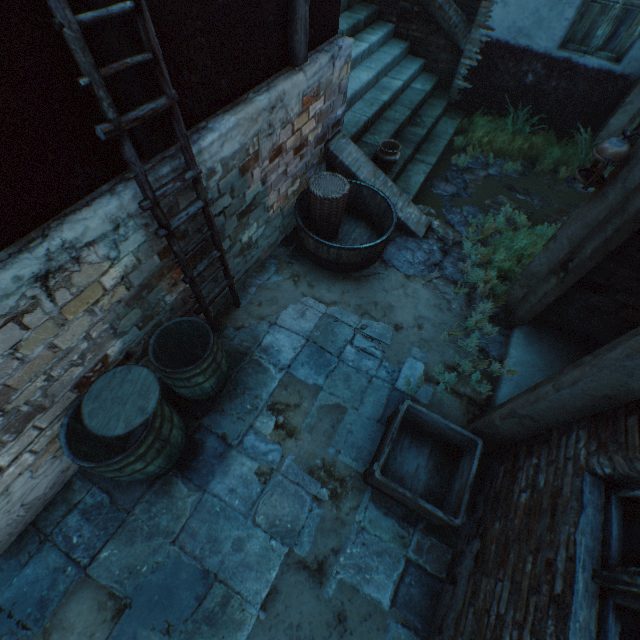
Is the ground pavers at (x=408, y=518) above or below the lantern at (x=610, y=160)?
below

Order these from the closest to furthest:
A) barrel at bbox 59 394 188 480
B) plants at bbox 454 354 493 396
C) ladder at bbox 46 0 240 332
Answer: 1. ladder at bbox 46 0 240 332
2. barrel at bbox 59 394 188 480
3. plants at bbox 454 354 493 396

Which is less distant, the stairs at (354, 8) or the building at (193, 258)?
the building at (193, 258)

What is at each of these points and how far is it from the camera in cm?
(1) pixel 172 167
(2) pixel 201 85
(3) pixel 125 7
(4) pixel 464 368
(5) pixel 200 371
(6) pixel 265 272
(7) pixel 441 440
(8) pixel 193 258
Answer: (1) building, 244
(2) building, 251
(3) ladder, 169
(4) plants, 377
(5) barrel, 285
(6) ground pavers, 441
(7) wooden crate, 325
(8) building, 314

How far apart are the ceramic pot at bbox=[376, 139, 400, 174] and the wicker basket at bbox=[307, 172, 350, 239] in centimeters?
103cm

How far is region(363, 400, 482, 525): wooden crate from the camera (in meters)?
2.67

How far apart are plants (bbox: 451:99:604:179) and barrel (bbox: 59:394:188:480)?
6.6m

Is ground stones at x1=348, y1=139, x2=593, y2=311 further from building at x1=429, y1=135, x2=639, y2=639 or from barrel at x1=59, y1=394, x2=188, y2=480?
barrel at x1=59, y1=394, x2=188, y2=480
